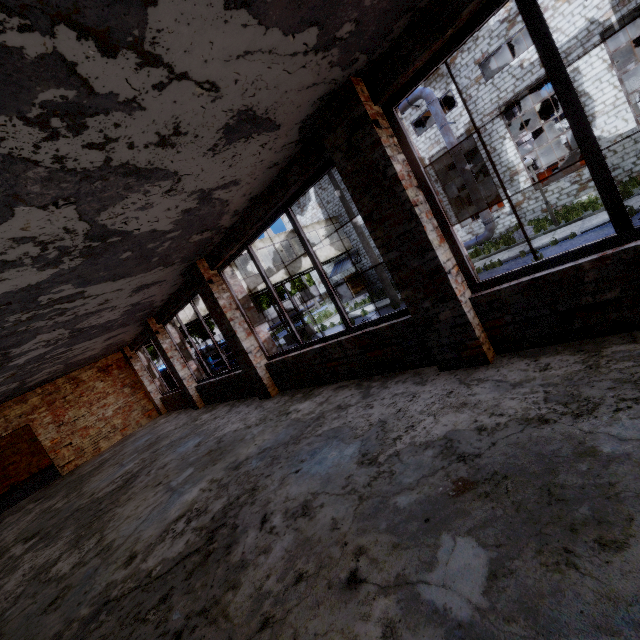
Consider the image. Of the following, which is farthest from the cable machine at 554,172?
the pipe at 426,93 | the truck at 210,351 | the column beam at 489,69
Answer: the truck at 210,351

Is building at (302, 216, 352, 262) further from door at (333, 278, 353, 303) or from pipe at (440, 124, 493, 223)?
pipe at (440, 124, 493, 223)

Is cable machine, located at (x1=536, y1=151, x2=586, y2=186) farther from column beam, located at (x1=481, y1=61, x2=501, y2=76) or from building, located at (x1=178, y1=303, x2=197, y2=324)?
building, located at (x1=178, y1=303, x2=197, y2=324)

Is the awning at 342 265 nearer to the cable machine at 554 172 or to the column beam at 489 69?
the cable machine at 554 172

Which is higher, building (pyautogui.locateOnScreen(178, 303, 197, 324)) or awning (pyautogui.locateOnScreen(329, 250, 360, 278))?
building (pyautogui.locateOnScreen(178, 303, 197, 324))

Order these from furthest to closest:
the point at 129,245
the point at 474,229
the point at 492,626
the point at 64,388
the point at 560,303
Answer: the point at 474,229 → the point at 64,388 → the point at 129,245 → the point at 560,303 → the point at 492,626

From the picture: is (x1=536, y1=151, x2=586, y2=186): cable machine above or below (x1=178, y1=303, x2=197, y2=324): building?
below

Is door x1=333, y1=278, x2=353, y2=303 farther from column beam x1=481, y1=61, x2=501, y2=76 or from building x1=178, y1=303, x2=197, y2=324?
column beam x1=481, y1=61, x2=501, y2=76
